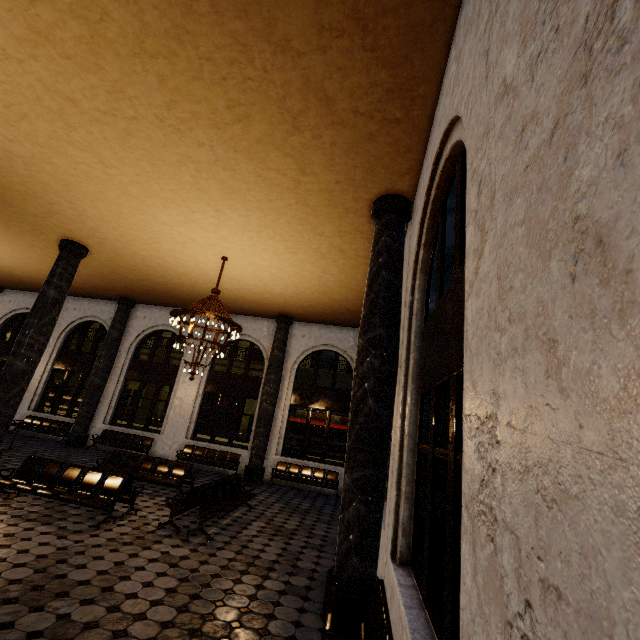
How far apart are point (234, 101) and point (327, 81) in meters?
1.4 m
